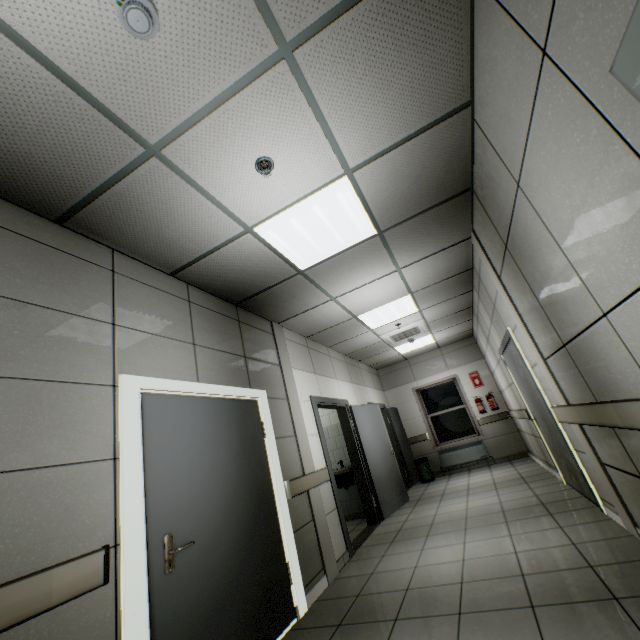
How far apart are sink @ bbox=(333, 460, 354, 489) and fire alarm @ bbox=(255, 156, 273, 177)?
5.6m

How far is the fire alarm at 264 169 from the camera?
2.3m

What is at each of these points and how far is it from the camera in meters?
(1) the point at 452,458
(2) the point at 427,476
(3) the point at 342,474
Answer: (1) radiator, 8.6
(2) garbage can, 8.4
(3) sink, 6.2

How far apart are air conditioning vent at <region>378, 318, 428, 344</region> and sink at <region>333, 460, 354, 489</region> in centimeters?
268cm

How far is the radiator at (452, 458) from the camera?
8.3 meters

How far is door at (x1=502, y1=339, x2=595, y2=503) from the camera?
3.92m

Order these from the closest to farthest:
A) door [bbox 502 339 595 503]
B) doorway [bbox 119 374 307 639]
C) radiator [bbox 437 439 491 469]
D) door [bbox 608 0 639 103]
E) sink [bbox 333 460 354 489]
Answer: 1. door [bbox 608 0 639 103]
2. doorway [bbox 119 374 307 639]
3. door [bbox 502 339 595 503]
4. sink [bbox 333 460 354 489]
5. radiator [bbox 437 439 491 469]

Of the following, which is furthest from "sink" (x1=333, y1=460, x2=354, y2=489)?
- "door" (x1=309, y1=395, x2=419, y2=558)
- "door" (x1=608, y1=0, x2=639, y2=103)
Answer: "door" (x1=608, y1=0, x2=639, y2=103)
